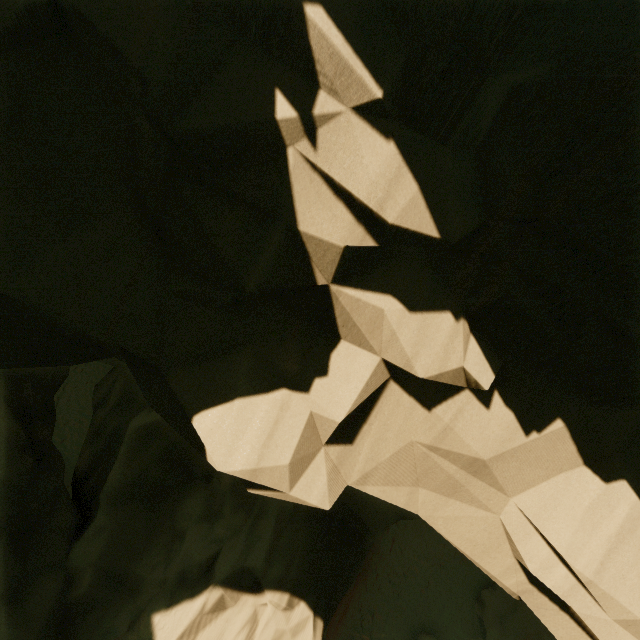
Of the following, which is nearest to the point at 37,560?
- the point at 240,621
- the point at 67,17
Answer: the point at 240,621
